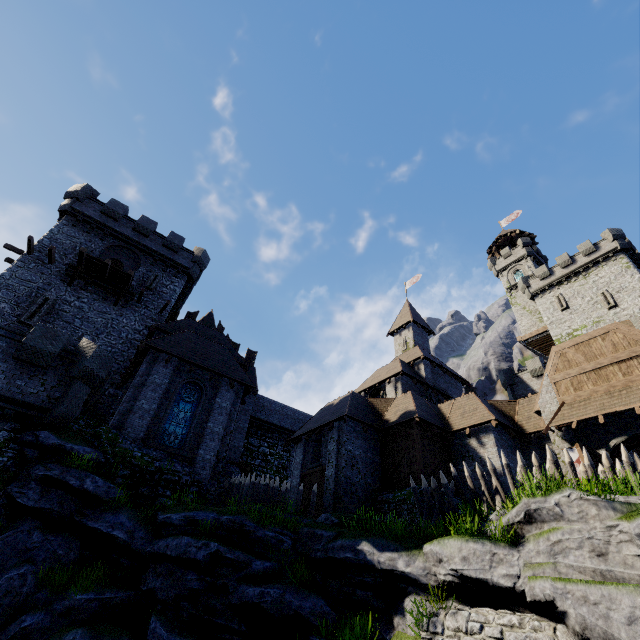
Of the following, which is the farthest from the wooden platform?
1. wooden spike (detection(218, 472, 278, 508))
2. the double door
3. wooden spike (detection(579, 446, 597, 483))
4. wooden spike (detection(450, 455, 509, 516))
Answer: the double door

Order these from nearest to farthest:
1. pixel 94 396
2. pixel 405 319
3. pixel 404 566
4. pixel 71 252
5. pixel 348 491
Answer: pixel 404 566, pixel 94 396, pixel 348 491, pixel 71 252, pixel 405 319

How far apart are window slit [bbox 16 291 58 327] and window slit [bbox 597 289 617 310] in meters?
50.2

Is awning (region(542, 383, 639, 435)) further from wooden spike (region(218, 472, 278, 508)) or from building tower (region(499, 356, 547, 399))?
building tower (region(499, 356, 547, 399))

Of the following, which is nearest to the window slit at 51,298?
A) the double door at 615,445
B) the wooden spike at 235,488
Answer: the wooden spike at 235,488

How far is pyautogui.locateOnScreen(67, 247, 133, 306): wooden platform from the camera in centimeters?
2219cm

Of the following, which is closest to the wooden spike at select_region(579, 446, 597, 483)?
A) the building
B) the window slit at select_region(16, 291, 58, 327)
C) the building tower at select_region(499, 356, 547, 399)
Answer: the building

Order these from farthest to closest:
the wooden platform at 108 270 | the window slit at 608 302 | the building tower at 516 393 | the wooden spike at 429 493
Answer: the window slit at 608 302, the building tower at 516 393, the wooden platform at 108 270, the wooden spike at 429 493
